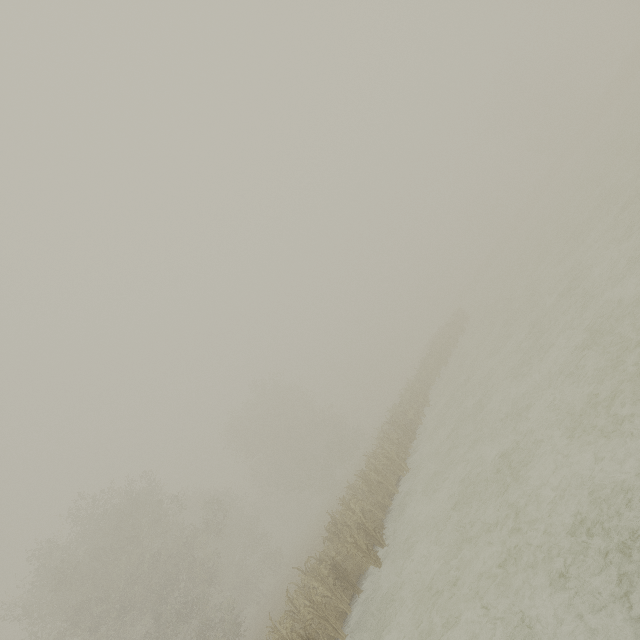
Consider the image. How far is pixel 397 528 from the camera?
12.09m
